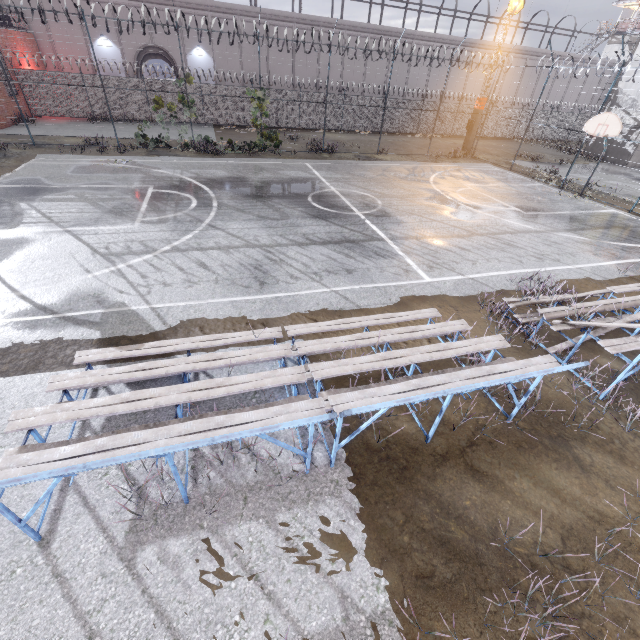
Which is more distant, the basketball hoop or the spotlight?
the spotlight

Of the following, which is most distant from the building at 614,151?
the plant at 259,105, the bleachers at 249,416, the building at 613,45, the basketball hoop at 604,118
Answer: the bleachers at 249,416

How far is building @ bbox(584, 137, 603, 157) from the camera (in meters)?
27.48

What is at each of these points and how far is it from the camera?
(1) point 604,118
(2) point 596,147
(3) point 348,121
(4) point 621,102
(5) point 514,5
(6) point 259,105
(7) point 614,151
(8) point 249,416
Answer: (1) basketball hoop, 14.9 meters
(2) building, 27.9 meters
(3) fence, 29.5 meters
(4) building, 25.9 meters
(5) spotlight, 21.0 meters
(6) plant, 18.6 meters
(7) building, 26.7 meters
(8) bleachers, 3.3 meters

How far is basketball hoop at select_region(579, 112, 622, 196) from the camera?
14.51m

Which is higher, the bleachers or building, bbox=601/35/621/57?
building, bbox=601/35/621/57

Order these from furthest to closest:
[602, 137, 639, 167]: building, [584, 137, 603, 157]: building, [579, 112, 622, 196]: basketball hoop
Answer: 1. [584, 137, 603, 157]: building
2. [602, 137, 639, 167]: building
3. [579, 112, 622, 196]: basketball hoop

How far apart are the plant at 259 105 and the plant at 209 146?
1.28m
